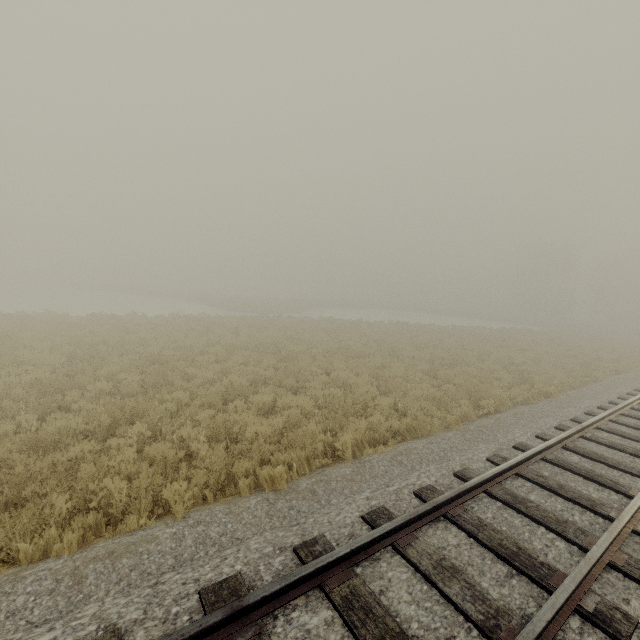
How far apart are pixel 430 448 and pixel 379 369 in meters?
7.5 m
